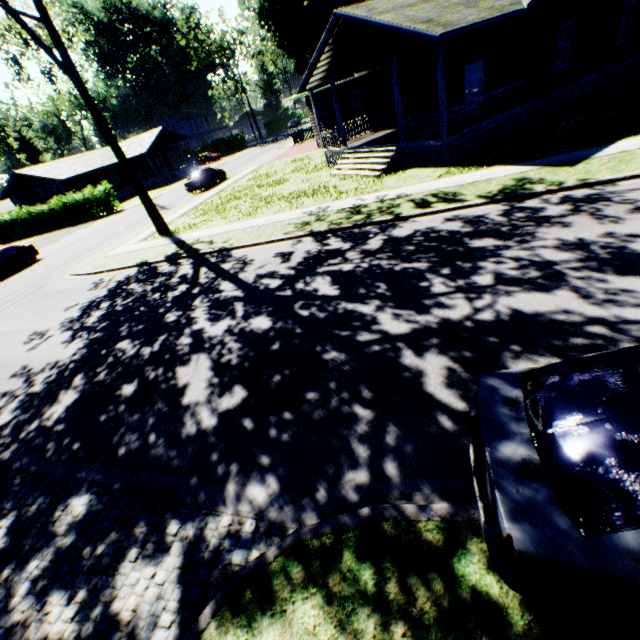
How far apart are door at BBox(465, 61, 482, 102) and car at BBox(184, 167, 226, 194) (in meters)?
20.92

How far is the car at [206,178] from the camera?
27.8m

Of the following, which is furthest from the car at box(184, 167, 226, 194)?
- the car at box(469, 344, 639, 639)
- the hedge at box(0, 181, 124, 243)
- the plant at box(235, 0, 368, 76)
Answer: the car at box(469, 344, 639, 639)

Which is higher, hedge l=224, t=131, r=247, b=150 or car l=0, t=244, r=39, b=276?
hedge l=224, t=131, r=247, b=150

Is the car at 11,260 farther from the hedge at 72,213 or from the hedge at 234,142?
the hedge at 234,142

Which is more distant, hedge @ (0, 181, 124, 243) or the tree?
hedge @ (0, 181, 124, 243)

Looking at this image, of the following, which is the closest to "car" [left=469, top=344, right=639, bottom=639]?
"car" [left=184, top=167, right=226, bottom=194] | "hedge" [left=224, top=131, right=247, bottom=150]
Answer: "car" [left=184, top=167, right=226, bottom=194]

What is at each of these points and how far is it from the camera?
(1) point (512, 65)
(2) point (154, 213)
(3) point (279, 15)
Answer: (1) house, 14.2 meters
(2) tree, 18.0 meters
(3) plant, 27.0 meters
